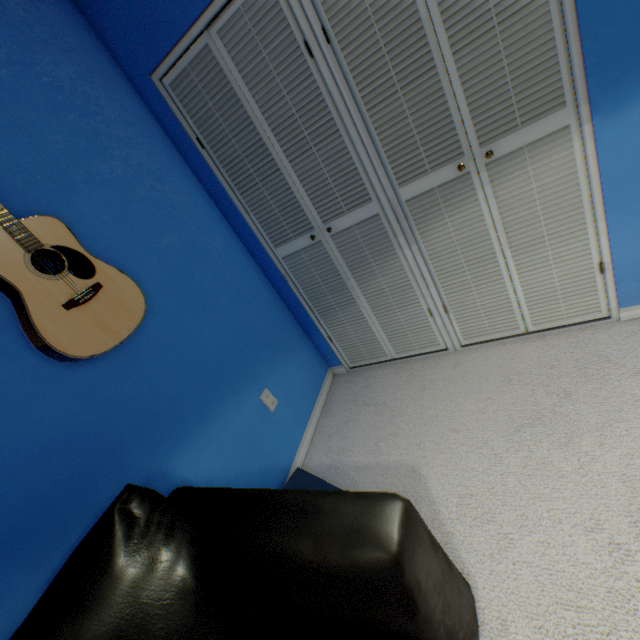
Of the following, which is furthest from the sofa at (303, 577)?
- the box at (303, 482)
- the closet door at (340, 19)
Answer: the closet door at (340, 19)

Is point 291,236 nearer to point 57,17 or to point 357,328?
point 357,328

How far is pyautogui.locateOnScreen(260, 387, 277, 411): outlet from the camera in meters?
1.8 m

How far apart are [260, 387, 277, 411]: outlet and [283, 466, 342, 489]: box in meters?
0.4

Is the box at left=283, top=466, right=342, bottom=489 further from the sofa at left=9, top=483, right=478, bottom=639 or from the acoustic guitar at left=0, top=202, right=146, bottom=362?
the acoustic guitar at left=0, top=202, right=146, bottom=362

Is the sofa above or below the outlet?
above

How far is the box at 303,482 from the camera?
1.56m

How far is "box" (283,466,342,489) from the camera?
1.56m
